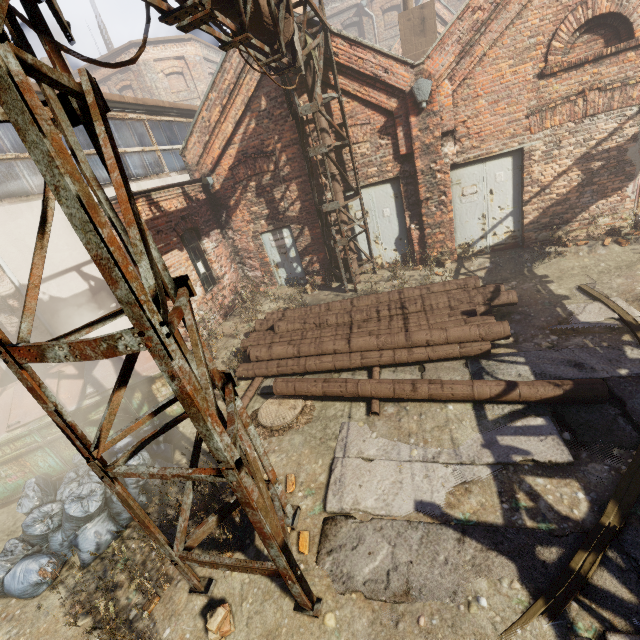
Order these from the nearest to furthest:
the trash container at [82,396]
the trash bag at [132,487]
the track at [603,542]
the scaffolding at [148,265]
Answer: the scaffolding at [148,265]
the track at [603,542]
the trash bag at [132,487]
the trash container at [82,396]

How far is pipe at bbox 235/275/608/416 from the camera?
4.7m

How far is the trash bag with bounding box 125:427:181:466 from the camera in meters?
4.7 m

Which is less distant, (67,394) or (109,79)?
(67,394)

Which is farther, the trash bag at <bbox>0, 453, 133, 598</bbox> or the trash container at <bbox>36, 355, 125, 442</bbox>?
the trash container at <bbox>36, 355, 125, 442</bbox>

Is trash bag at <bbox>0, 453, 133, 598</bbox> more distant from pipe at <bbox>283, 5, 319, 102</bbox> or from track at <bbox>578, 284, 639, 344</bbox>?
pipe at <bbox>283, 5, 319, 102</bbox>

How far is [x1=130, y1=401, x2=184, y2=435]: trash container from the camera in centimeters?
573cm

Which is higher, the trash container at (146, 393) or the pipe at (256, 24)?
the pipe at (256, 24)
